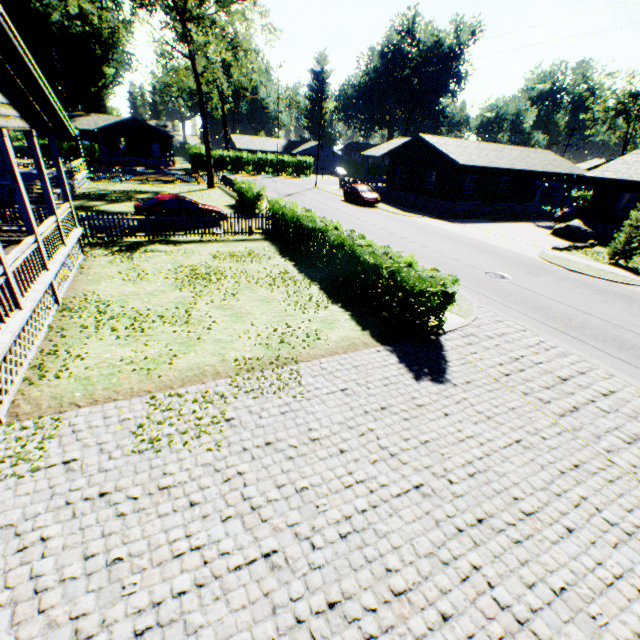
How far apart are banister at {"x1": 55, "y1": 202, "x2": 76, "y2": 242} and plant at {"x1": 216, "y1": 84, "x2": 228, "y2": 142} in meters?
55.9

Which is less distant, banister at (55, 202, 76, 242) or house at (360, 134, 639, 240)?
banister at (55, 202, 76, 242)

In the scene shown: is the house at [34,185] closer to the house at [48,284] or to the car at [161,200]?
the house at [48,284]

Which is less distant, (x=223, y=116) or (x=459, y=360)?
(x=459, y=360)

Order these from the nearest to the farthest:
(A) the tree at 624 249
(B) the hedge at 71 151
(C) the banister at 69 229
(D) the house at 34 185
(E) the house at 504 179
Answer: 1. (C) the banister at 69 229
2. (A) the tree at 624 249
3. (D) the house at 34 185
4. (E) the house at 504 179
5. (B) the hedge at 71 151

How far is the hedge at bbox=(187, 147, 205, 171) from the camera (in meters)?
48.06

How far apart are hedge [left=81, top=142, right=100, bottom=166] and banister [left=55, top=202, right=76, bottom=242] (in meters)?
41.06
